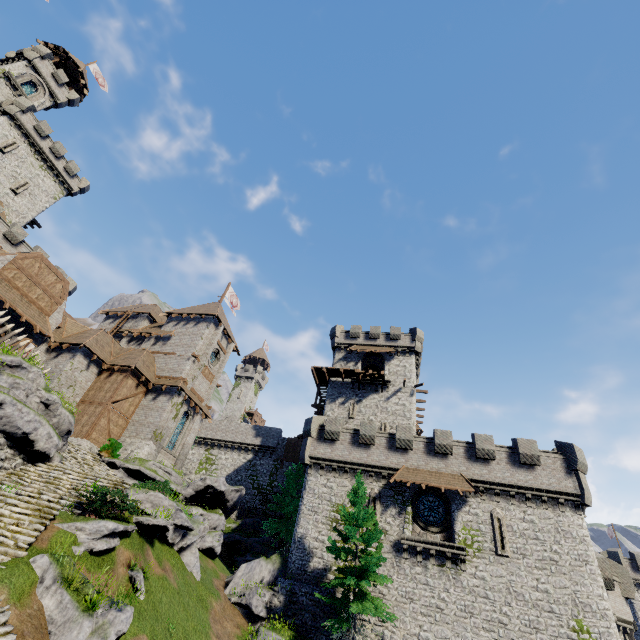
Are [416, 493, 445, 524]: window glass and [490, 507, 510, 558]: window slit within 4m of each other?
yes

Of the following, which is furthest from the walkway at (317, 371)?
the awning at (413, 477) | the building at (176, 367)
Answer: the awning at (413, 477)

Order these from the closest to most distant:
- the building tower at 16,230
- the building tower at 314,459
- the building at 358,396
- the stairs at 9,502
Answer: the stairs at 9,502
the building tower at 314,459
the building tower at 16,230
the building at 358,396

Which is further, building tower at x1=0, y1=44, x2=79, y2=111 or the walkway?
building tower at x1=0, y1=44, x2=79, y2=111

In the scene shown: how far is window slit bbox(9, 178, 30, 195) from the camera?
38.8 meters

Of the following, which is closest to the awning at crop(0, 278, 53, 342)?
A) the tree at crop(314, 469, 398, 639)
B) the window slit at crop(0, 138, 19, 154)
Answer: the tree at crop(314, 469, 398, 639)

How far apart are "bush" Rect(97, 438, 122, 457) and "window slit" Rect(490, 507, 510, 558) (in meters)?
27.18

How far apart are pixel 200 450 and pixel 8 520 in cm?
3440
